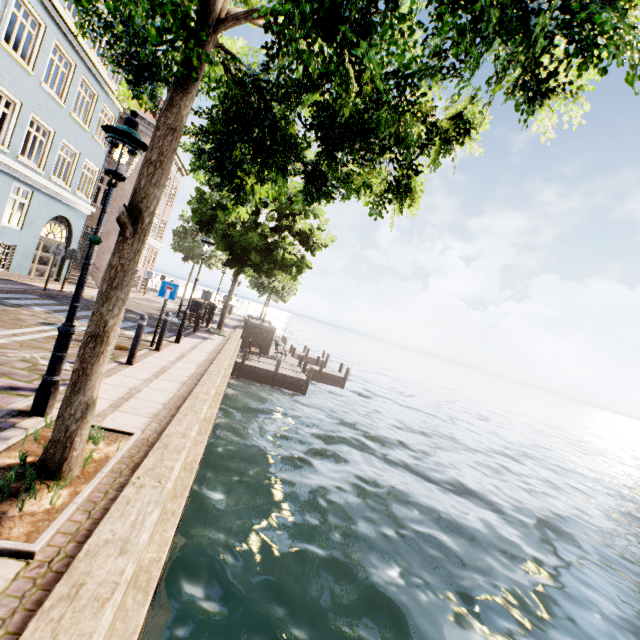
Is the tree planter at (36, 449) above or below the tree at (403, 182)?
below

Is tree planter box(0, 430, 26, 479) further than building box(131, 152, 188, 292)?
No

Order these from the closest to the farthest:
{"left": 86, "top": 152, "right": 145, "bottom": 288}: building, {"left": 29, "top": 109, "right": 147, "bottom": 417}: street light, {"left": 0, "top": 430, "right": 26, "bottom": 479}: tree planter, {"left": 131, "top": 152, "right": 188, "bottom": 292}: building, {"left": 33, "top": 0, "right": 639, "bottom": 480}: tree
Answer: {"left": 33, "top": 0, "right": 639, "bottom": 480}: tree
{"left": 0, "top": 430, "right": 26, "bottom": 479}: tree planter
{"left": 29, "top": 109, "right": 147, "bottom": 417}: street light
{"left": 86, "top": 152, "right": 145, "bottom": 288}: building
{"left": 131, "top": 152, "right": 188, "bottom": 292}: building

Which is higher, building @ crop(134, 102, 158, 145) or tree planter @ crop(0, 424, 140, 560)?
building @ crop(134, 102, 158, 145)

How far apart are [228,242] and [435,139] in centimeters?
1164cm

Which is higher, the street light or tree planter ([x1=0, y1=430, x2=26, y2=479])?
the street light

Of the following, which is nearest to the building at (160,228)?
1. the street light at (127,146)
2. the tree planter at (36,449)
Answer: the street light at (127,146)
